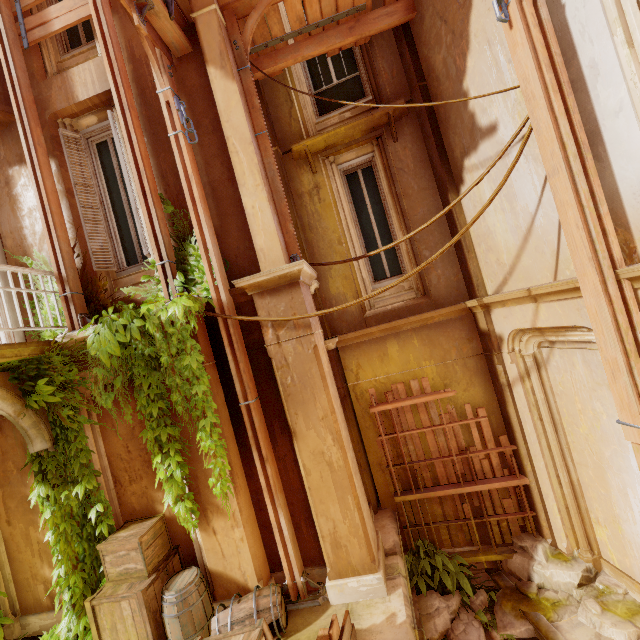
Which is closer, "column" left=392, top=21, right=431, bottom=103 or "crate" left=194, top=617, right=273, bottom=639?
"crate" left=194, top=617, right=273, bottom=639

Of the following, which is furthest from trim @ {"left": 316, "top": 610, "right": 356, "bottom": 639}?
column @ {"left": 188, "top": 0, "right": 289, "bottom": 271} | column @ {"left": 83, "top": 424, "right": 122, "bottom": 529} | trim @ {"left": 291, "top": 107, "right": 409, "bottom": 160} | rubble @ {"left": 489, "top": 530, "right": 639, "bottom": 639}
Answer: trim @ {"left": 291, "top": 107, "right": 409, "bottom": 160}

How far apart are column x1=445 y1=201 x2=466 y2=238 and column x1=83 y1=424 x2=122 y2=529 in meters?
6.5 m

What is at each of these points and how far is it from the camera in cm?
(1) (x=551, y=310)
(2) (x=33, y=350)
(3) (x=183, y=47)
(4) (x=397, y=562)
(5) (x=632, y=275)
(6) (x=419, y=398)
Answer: (1) column, 405
(2) balcony, 431
(3) wood, 476
(4) column, 459
(5) column, 292
(6) wood, 554

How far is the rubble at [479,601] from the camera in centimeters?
497cm

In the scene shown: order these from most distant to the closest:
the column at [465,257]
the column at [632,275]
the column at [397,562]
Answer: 1. the column at [465,257]
2. the column at [397,562]
3. the column at [632,275]

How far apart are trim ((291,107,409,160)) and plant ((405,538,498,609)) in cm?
754

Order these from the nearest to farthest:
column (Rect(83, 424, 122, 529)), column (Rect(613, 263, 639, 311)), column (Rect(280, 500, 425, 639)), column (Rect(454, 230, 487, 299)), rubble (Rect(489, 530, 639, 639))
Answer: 1. column (Rect(613, 263, 639, 311))
2. column (Rect(280, 500, 425, 639))
3. rubble (Rect(489, 530, 639, 639))
4. column (Rect(83, 424, 122, 529))
5. column (Rect(454, 230, 487, 299))
